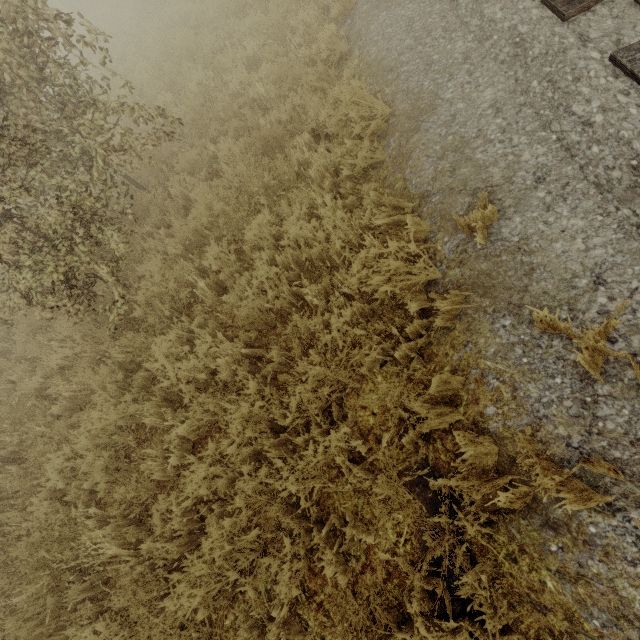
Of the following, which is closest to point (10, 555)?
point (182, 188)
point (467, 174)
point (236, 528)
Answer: point (236, 528)
